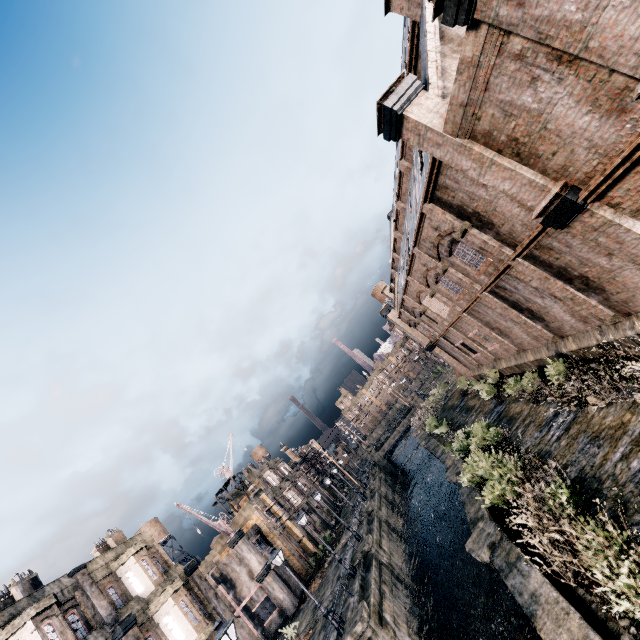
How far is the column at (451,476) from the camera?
20.1 meters

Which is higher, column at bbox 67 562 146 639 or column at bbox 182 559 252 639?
column at bbox 67 562 146 639

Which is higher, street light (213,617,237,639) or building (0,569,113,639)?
building (0,569,113,639)

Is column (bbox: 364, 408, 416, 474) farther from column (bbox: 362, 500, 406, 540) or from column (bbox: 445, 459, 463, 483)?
column (bbox: 445, 459, 463, 483)

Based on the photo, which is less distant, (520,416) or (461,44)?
(461,44)

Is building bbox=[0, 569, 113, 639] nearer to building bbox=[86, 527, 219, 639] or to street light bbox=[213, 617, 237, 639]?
building bbox=[86, 527, 219, 639]

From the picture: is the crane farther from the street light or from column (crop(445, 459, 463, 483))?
column (crop(445, 459, 463, 483))

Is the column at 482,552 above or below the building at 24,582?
below
